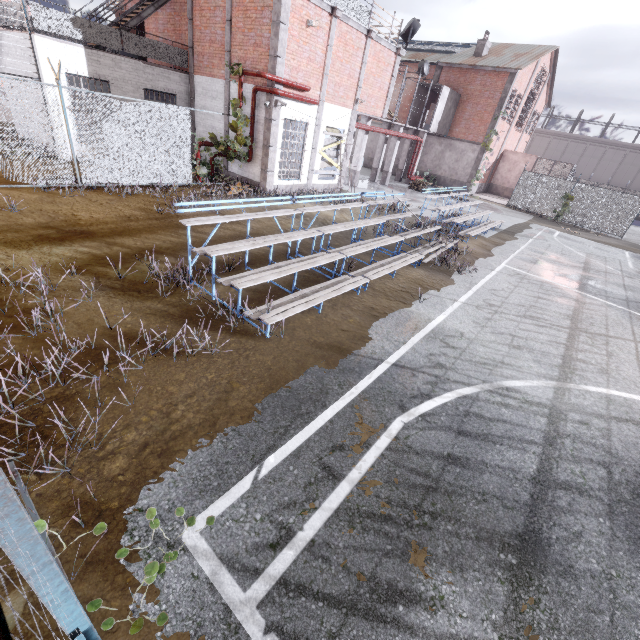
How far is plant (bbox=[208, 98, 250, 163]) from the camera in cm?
1311

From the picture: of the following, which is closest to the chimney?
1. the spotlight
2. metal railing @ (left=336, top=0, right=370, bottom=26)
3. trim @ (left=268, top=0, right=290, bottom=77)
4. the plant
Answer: the spotlight

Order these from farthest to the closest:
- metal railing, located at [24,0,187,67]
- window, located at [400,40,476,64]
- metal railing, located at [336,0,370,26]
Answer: window, located at [400,40,476,64], metal railing, located at [336,0,370,26], metal railing, located at [24,0,187,67]

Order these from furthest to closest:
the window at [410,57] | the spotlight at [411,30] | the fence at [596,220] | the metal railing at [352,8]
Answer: the window at [410,57] → the fence at [596,220] → the spotlight at [411,30] → the metal railing at [352,8]

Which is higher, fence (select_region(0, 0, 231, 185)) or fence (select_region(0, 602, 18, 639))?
fence (select_region(0, 602, 18, 639))

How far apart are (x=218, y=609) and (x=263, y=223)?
10.5 meters

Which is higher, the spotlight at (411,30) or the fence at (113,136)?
the spotlight at (411,30)

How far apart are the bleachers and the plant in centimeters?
579cm
